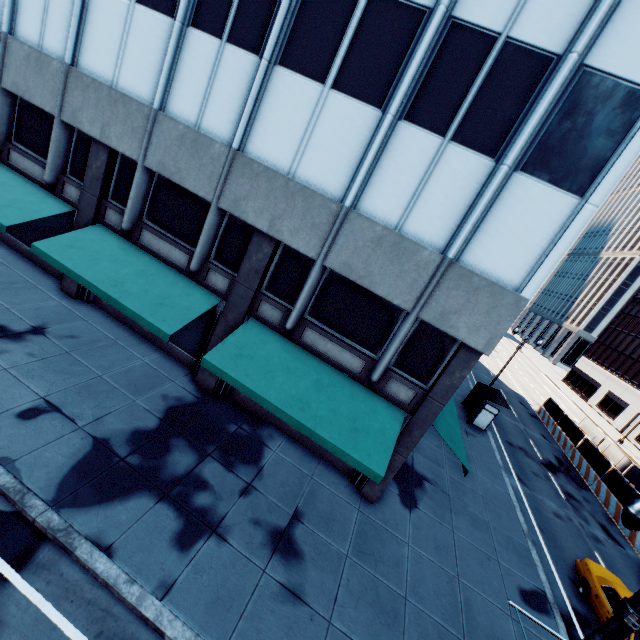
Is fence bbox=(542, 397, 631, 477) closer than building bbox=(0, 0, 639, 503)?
No

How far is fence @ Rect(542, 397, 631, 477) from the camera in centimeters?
2418cm

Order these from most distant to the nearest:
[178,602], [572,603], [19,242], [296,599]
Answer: [19,242] < [572,603] < [296,599] < [178,602]

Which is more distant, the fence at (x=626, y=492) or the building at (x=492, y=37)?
the fence at (x=626, y=492)

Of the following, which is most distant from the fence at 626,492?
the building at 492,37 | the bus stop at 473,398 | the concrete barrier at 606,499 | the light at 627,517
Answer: the light at 627,517

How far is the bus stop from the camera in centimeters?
2223cm

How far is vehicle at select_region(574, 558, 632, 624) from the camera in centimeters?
1186cm

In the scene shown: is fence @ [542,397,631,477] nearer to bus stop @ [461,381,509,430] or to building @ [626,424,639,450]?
bus stop @ [461,381,509,430]
